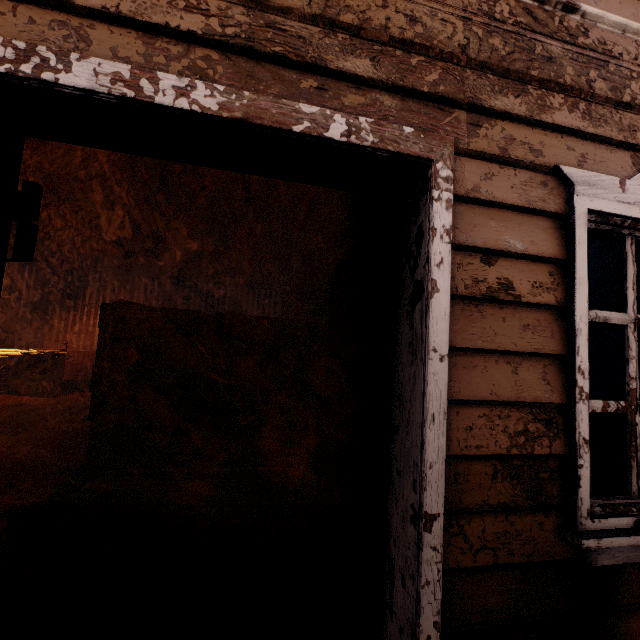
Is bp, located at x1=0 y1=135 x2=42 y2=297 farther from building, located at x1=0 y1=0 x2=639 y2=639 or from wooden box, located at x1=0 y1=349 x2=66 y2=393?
wooden box, located at x1=0 y1=349 x2=66 y2=393

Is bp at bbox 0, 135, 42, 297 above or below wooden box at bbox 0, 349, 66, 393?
above

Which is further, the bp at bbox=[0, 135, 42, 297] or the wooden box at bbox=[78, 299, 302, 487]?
the wooden box at bbox=[78, 299, 302, 487]

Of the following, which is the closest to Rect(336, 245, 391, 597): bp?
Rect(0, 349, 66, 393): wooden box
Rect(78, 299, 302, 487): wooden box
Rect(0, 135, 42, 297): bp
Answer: Rect(78, 299, 302, 487): wooden box

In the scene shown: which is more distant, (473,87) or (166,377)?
(166,377)

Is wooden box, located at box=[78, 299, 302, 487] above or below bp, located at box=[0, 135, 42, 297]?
below

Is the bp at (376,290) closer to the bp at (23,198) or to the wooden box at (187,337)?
the wooden box at (187,337)

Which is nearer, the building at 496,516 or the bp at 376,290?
the building at 496,516
